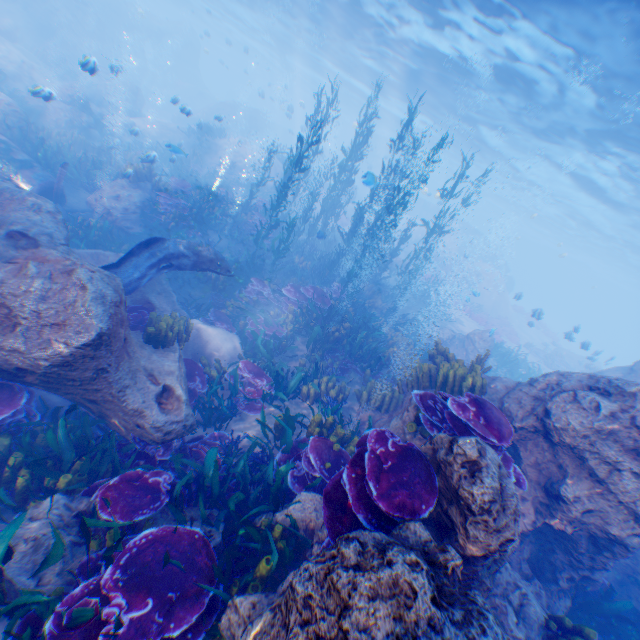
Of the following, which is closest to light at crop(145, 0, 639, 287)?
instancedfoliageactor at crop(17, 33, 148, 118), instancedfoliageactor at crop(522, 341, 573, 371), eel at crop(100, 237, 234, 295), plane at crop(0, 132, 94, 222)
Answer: instancedfoliageactor at crop(17, 33, 148, 118)

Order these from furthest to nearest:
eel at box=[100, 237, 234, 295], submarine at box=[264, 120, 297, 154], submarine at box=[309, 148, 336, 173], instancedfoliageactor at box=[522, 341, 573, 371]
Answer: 1. submarine at box=[264, 120, 297, 154]
2. submarine at box=[309, 148, 336, 173]
3. instancedfoliageactor at box=[522, 341, 573, 371]
4. eel at box=[100, 237, 234, 295]

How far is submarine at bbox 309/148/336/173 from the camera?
31.5 meters

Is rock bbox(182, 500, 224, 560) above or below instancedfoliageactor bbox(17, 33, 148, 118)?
below

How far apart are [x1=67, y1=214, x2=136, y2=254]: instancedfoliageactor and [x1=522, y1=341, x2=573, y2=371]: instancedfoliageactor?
29.6 meters

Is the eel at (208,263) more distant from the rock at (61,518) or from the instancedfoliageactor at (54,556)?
the rock at (61,518)

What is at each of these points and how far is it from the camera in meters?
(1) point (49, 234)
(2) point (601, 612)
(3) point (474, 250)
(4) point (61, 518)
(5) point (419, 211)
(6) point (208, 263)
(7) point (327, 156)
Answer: (1) rock, 6.0
(2) instancedfoliageactor, 5.7
(3) submarine, 40.6
(4) rock, 3.7
(5) submarine, 42.7
(6) eel, 7.9
(7) submarine, 47.1

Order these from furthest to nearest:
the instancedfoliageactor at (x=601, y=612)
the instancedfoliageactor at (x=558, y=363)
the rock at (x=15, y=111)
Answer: the instancedfoliageactor at (x=558, y=363)
the rock at (x=15, y=111)
the instancedfoliageactor at (x=601, y=612)
